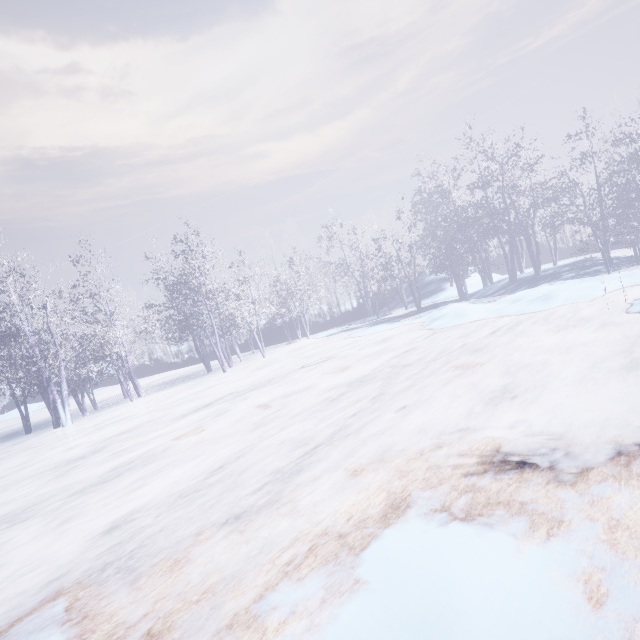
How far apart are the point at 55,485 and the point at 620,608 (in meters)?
9.19
